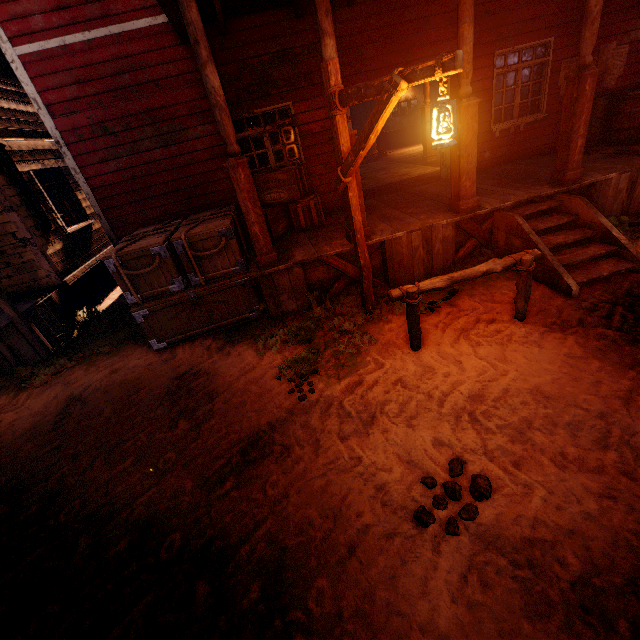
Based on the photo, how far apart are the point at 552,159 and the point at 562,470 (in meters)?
7.76

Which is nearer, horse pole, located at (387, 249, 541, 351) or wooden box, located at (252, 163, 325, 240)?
horse pole, located at (387, 249, 541, 351)

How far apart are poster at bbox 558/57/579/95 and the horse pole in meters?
6.4 m

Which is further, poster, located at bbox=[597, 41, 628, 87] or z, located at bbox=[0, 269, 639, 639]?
poster, located at bbox=[597, 41, 628, 87]

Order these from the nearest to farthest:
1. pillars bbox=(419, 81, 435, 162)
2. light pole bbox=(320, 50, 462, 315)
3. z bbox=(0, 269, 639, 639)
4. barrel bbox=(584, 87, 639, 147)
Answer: z bbox=(0, 269, 639, 639), light pole bbox=(320, 50, 462, 315), barrel bbox=(584, 87, 639, 147), pillars bbox=(419, 81, 435, 162)

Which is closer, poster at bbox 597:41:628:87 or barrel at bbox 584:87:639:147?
barrel at bbox 584:87:639:147

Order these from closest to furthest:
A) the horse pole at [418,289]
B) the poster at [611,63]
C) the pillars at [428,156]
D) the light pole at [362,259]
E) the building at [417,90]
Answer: the light pole at [362,259]
the horse pole at [418,289]
the poster at [611,63]
the pillars at [428,156]
the building at [417,90]

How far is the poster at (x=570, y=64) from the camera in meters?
7.4 m
